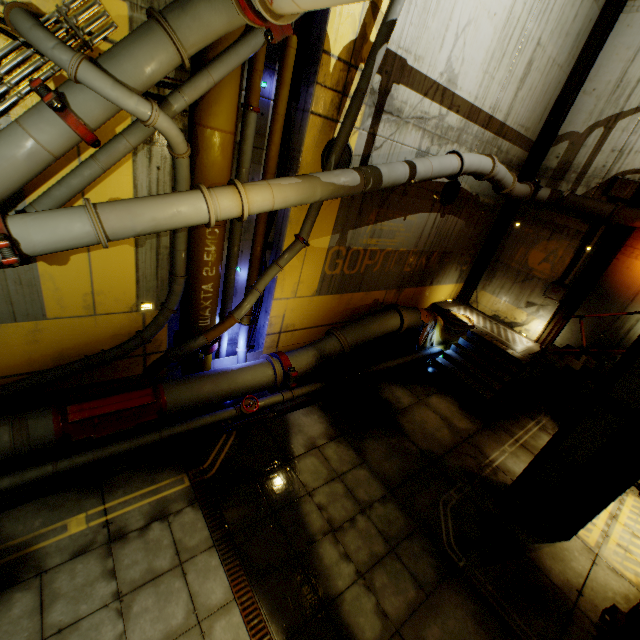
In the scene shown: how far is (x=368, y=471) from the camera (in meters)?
6.66

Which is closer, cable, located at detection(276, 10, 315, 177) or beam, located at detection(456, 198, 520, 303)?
cable, located at detection(276, 10, 315, 177)

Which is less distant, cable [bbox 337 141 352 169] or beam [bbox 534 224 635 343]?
cable [bbox 337 141 352 169]

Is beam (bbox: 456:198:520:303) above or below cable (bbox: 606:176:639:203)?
below

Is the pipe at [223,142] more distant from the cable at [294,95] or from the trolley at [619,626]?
the trolley at [619,626]

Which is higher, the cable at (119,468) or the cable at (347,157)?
the cable at (347,157)

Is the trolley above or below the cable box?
below

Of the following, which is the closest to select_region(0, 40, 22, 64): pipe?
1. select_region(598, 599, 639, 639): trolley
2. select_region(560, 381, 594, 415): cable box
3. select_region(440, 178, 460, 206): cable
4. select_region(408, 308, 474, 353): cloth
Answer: select_region(408, 308, 474, 353): cloth
